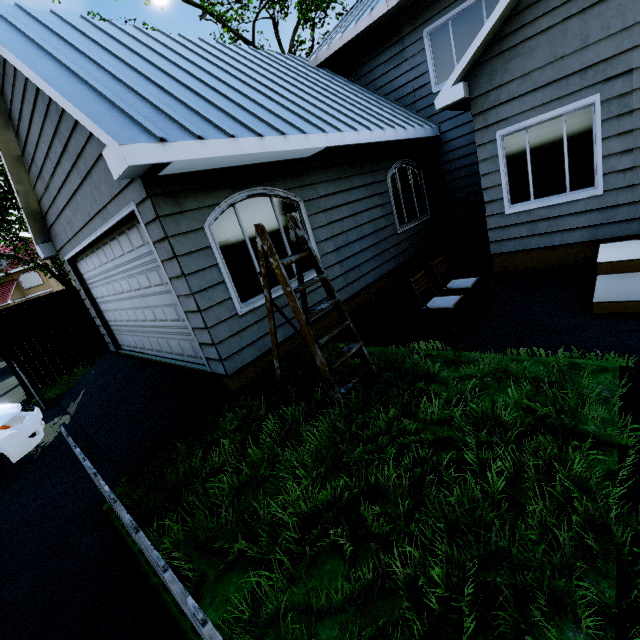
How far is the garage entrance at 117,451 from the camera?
4.2m

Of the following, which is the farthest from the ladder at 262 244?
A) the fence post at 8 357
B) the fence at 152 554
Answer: the fence post at 8 357

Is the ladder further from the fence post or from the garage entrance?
the fence post

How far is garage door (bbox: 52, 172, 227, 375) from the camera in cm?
420

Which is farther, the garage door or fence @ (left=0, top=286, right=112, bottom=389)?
fence @ (left=0, top=286, right=112, bottom=389)

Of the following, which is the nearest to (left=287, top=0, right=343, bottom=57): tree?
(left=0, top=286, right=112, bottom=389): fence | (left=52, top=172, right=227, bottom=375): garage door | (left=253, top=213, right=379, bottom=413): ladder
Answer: (left=0, top=286, right=112, bottom=389): fence

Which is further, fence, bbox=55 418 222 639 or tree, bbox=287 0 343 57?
tree, bbox=287 0 343 57

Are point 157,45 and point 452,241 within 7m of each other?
no
